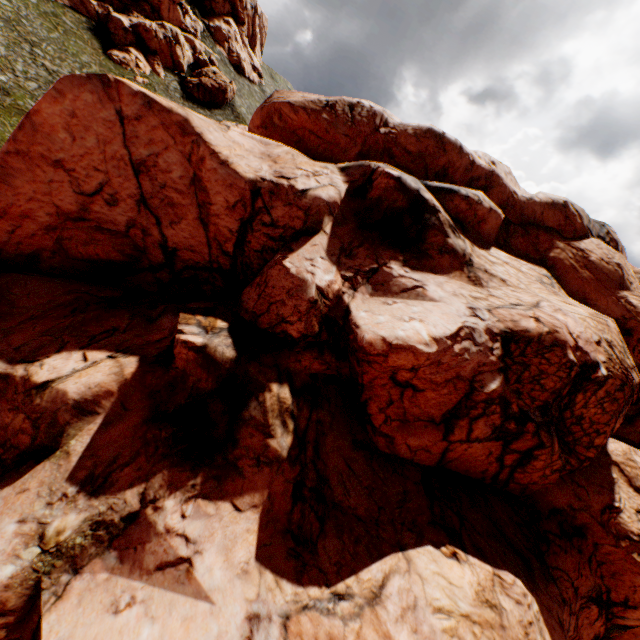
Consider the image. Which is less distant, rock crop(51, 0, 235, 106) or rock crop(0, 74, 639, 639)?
rock crop(0, 74, 639, 639)

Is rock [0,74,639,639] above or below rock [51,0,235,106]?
below

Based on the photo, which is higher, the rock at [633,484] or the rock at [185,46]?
the rock at [185,46]

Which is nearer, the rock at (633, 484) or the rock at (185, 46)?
the rock at (633, 484)

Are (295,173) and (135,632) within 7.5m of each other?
Result: no
